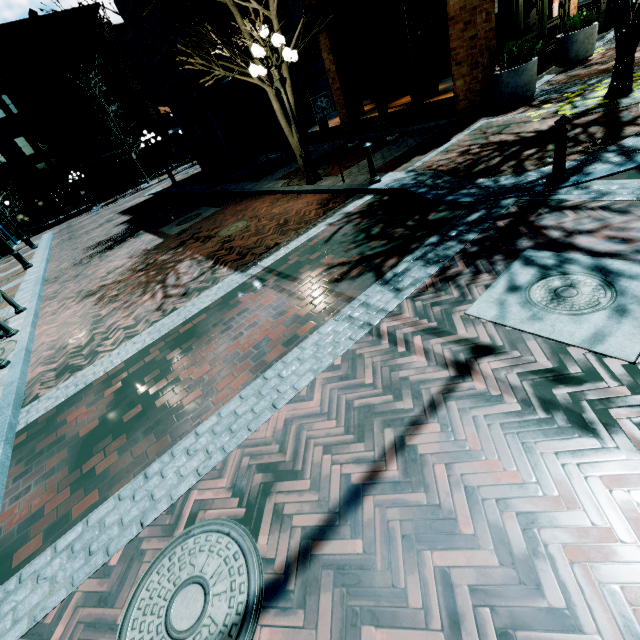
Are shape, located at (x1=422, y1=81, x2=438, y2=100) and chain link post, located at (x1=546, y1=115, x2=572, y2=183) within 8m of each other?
no

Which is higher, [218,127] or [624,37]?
[218,127]

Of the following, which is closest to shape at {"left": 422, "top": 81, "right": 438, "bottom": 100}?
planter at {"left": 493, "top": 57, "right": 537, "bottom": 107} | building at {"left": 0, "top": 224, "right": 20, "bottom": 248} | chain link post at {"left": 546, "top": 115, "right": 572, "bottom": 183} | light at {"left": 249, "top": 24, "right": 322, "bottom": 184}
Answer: planter at {"left": 493, "top": 57, "right": 537, "bottom": 107}

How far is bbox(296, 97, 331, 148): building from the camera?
14.0 meters

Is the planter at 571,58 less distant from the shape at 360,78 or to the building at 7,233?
the shape at 360,78

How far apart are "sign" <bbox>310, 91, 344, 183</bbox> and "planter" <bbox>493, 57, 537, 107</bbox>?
4.7m

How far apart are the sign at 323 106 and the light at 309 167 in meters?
1.2
